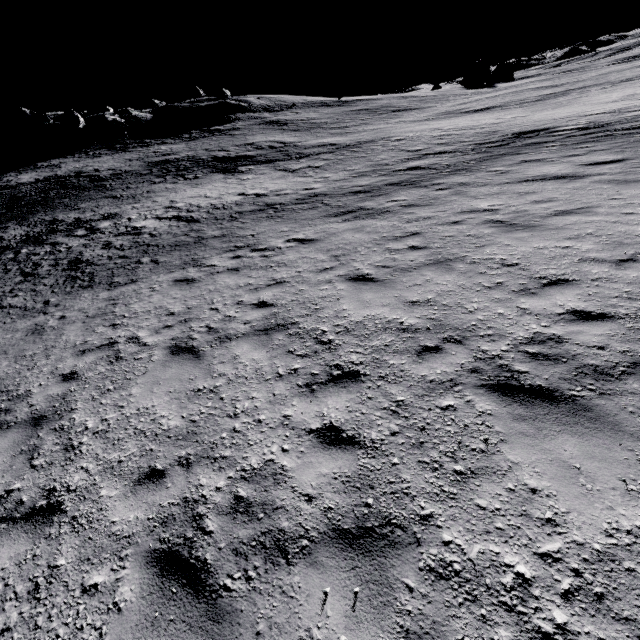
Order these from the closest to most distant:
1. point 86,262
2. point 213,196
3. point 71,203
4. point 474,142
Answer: point 86,262, point 474,142, point 213,196, point 71,203
